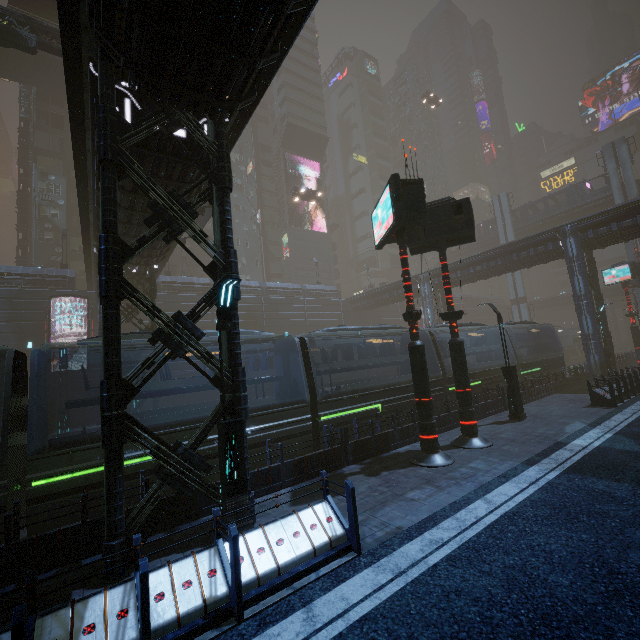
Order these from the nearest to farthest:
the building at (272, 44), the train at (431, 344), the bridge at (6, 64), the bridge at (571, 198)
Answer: the building at (272, 44)
the train at (431, 344)
the bridge at (6, 64)
the bridge at (571, 198)

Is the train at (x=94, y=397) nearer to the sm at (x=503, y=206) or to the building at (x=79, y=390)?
the building at (x=79, y=390)

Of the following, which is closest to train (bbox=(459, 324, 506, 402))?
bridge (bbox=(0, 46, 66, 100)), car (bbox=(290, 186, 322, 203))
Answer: car (bbox=(290, 186, 322, 203))

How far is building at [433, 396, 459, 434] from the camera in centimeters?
1396cm

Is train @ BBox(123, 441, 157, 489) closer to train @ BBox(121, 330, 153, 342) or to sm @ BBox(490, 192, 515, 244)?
train @ BBox(121, 330, 153, 342)

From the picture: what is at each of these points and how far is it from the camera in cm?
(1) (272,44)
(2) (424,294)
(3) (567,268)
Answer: (1) building, 715
(2) building, 3588
(3) building, 2497

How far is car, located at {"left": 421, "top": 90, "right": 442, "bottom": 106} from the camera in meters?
57.0

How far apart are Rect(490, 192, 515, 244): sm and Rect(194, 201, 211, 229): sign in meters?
47.3 m
